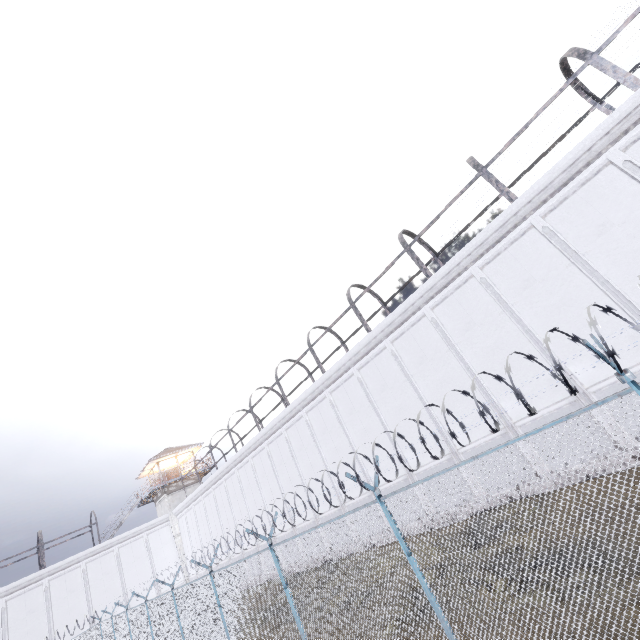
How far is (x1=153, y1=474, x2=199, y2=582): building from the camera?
32.1m

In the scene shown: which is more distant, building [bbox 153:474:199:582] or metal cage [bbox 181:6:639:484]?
building [bbox 153:474:199:582]

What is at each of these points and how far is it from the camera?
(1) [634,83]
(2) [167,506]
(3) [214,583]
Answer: (1) metal cage, 9.3 meters
(2) building, 33.8 meters
(3) fence, 10.0 meters

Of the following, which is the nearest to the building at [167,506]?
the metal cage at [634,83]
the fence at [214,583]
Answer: the fence at [214,583]

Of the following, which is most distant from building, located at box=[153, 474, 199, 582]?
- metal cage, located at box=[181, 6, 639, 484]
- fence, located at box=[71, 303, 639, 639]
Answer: metal cage, located at box=[181, 6, 639, 484]

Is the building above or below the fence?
above
